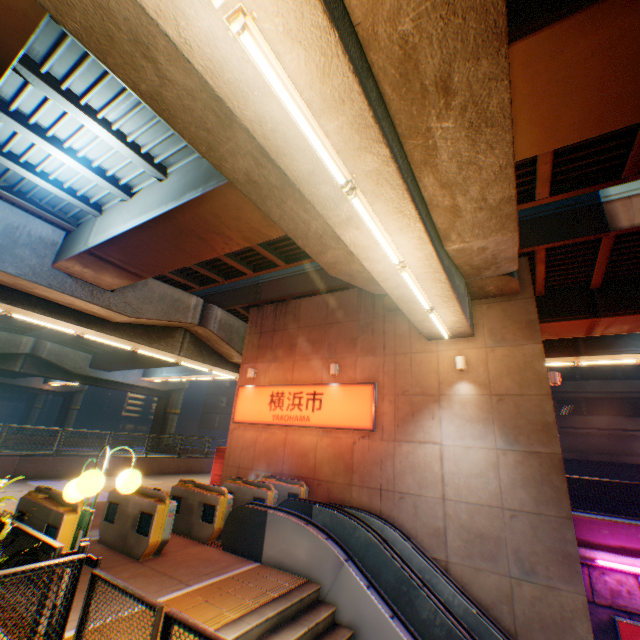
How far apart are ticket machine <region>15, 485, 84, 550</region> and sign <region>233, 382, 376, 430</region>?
7.4 meters

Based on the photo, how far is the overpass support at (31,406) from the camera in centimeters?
5866cm

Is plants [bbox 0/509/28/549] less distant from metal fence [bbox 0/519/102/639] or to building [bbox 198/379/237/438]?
metal fence [bbox 0/519/102/639]

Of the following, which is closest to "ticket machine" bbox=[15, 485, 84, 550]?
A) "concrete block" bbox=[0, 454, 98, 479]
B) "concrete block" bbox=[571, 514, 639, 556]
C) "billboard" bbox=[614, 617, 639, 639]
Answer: "concrete block" bbox=[0, 454, 98, 479]

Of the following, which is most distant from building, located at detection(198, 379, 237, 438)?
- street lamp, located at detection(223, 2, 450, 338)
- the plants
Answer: the plants

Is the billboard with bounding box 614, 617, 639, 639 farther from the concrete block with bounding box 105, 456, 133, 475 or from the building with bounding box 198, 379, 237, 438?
the building with bounding box 198, 379, 237, 438

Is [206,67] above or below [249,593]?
above

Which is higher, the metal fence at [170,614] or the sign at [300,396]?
the sign at [300,396]
